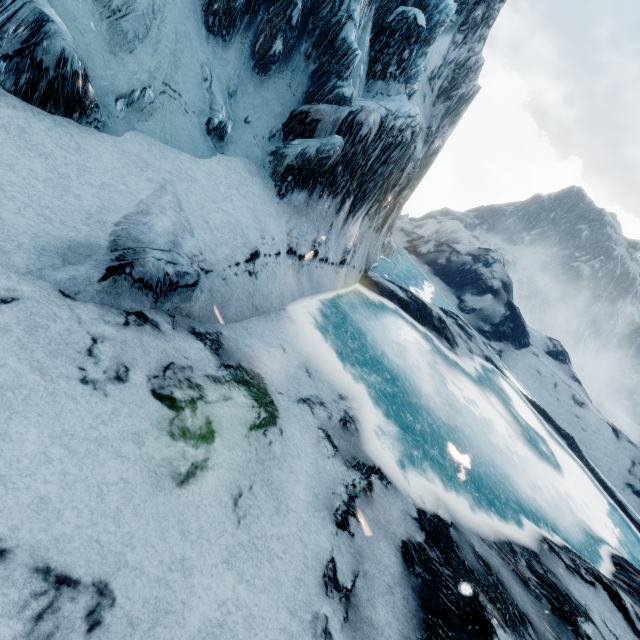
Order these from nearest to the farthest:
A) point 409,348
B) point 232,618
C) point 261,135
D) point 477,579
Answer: point 232,618
point 477,579
point 261,135
point 409,348
